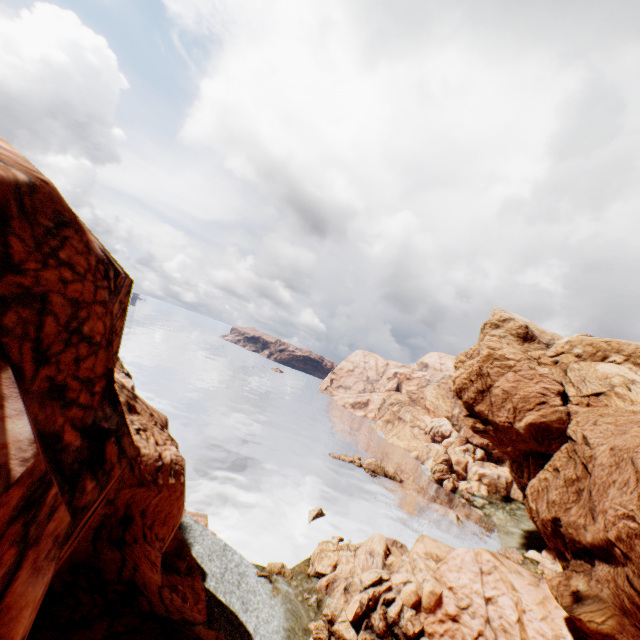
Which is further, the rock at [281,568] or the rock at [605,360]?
the rock at [281,568]

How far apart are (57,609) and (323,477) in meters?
56.6

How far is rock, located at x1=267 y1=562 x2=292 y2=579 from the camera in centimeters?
3128cm

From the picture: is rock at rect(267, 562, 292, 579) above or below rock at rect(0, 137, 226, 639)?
below

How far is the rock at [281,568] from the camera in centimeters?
3128cm

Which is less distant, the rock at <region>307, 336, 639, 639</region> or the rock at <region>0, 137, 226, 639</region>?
the rock at <region>0, 137, 226, 639</region>

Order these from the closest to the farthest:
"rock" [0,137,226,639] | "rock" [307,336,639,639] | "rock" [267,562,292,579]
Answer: "rock" [0,137,226,639] < "rock" [307,336,639,639] < "rock" [267,562,292,579]
